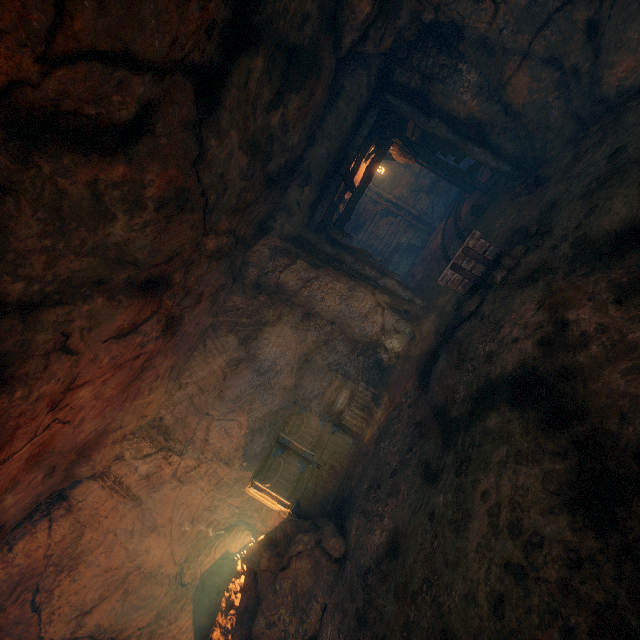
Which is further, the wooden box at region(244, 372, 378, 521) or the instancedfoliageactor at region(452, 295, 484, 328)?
the wooden box at region(244, 372, 378, 521)

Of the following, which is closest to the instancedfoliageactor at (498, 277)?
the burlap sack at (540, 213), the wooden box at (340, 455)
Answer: the burlap sack at (540, 213)

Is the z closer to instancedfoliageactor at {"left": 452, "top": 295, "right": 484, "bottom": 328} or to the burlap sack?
the burlap sack

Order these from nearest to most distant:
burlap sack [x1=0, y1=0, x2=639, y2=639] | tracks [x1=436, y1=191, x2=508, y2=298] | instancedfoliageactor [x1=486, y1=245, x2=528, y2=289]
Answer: burlap sack [x1=0, y1=0, x2=639, y2=639] < instancedfoliageactor [x1=486, y1=245, x2=528, y2=289] < tracks [x1=436, y1=191, x2=508, y2=298]

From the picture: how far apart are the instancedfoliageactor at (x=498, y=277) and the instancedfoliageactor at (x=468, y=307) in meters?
0.3

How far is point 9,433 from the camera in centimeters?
396cm

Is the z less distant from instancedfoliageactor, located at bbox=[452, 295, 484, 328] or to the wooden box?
the wooden box

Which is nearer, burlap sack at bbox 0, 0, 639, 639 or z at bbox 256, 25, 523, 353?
burlap sack at bbox 0, 0, 639, 639
